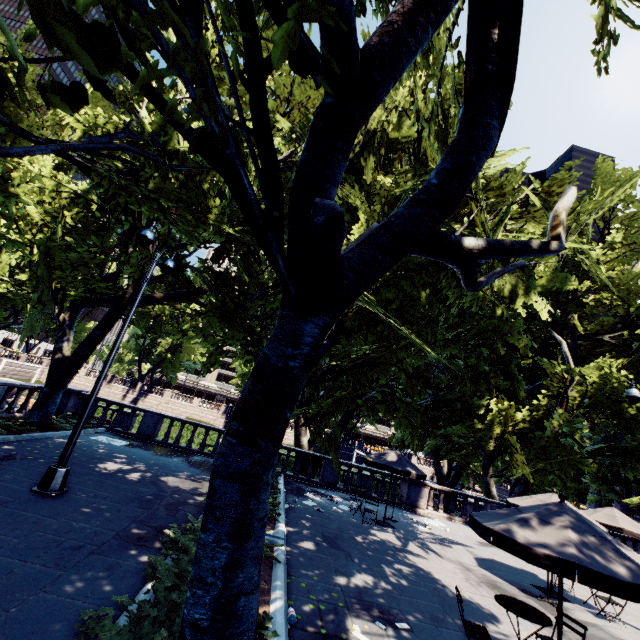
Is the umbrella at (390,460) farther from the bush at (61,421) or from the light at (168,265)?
the bush at (61,421)

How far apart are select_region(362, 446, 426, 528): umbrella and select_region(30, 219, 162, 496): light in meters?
10.2

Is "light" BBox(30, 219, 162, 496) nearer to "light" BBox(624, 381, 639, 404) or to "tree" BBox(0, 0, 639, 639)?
"tree" BBox(0, 0, 639, 639)

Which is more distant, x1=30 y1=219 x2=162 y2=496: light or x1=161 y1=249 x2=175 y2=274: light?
x1=161 y1=249 x2=175 y2=274: light

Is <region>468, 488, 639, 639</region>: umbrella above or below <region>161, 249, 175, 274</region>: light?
below

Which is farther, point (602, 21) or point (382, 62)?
point (602, 21)

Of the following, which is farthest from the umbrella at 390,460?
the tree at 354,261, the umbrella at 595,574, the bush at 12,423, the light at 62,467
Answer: the bush at 12,423
